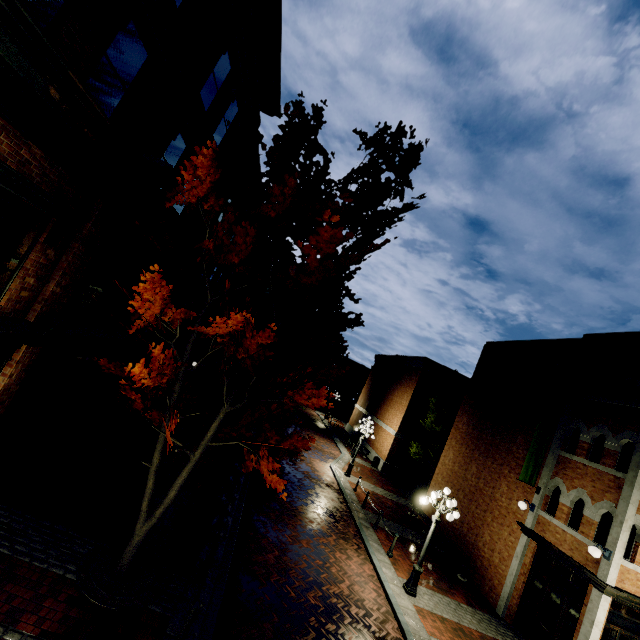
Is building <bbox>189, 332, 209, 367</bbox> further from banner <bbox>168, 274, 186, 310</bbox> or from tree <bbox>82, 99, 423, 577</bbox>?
tree <bbox>82, 99, 423, 577</bbox>

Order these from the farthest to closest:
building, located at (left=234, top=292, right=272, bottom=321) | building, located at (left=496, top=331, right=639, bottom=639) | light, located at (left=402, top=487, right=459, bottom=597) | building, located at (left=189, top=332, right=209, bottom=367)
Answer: building, located at (left=234, top=292, right=272, bottom=321) → building, located at (left=189, top=332, right=209, bottom=367) → light, located at (left=402, top=487, right=459, bottom=597) → building, located at (left=496, top=331, right=639, bottom=639)

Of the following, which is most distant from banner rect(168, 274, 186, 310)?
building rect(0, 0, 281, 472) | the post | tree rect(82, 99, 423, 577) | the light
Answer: the light

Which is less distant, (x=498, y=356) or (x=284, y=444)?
(x=284, y=444)

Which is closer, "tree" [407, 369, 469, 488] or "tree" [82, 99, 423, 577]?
"tree" [82, 99, 423, 577]

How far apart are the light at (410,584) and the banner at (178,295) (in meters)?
11.40

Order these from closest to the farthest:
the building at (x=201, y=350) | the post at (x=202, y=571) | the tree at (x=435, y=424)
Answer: the post at (x=202, y=571) < the building at (x=201, y=350) < the tree at (x=435, y=424)

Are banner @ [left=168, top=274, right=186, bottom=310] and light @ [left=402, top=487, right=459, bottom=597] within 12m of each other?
yes
